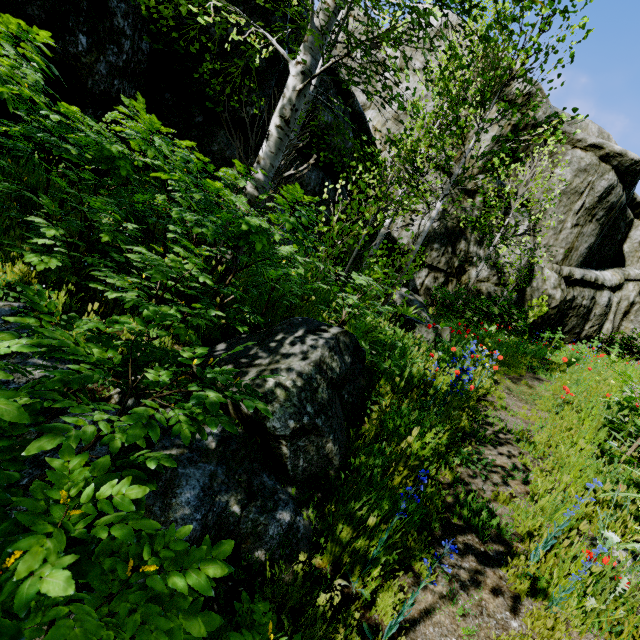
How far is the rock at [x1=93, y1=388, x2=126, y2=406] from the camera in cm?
233

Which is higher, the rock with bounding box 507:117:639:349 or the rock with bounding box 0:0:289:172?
the rock with bounding box 507:117:639:349

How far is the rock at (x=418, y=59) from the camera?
13.1 meters

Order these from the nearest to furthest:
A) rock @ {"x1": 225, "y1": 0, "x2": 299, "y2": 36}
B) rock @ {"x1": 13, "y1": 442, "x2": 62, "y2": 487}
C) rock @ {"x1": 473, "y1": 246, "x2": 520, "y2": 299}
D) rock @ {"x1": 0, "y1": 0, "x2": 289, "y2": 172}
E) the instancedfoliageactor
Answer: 1. the instancedfoliageactor
2. rock @ {"x1": 13, "y1": 442, "x2": 62, "y2": 487}
3. rock @ {"x1": 0, "y1": 0, "x2": 289, "y2": 172}
4. rock @ {"x1": 225, "y1": 0, "x2": 299, "y2": 36}
5. rock @ {"x1": 473, "y1": 246, "x2": 520, "y2": 299}

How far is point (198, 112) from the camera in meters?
5.6

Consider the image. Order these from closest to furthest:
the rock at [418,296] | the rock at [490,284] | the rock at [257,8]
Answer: the rock at [257,8] < the rock at [418,296] < the rock at [490,284]
